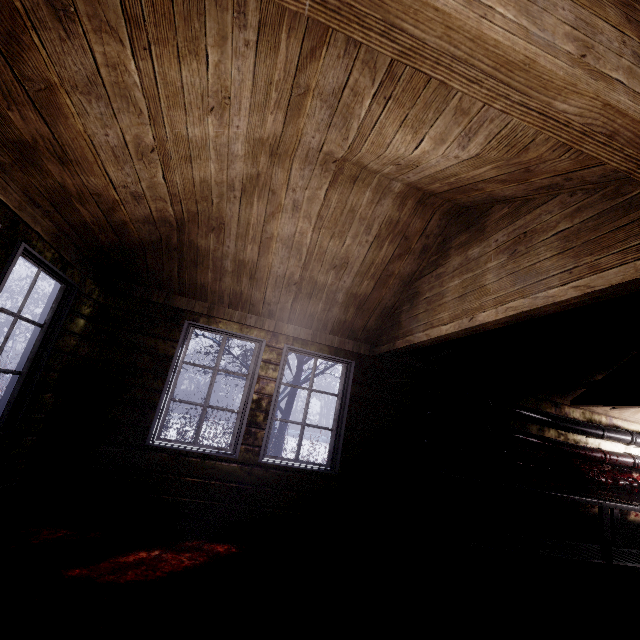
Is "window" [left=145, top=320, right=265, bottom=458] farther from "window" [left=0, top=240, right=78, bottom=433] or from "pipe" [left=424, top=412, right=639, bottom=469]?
"pipe" [left=424, top=412, right=639, bottom=469]

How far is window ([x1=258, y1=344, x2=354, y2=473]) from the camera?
3.5 meters

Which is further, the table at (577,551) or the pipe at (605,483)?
the pipe at (605,483)

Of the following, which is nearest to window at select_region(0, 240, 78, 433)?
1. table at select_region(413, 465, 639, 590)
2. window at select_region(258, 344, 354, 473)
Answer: window at select_region(258, 344, 354, 473)

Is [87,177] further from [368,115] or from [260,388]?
[260,388]

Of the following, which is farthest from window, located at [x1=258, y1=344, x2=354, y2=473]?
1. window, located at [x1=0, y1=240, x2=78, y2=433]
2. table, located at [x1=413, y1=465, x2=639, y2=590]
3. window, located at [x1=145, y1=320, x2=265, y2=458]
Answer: window, located at [x1=0, y1=240, x2=78, y2=433]

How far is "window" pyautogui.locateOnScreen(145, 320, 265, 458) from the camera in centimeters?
324cm

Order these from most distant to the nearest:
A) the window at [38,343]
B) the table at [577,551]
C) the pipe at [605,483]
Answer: the pipe at [605,483], the table at [577,551], the window at [38,343]
